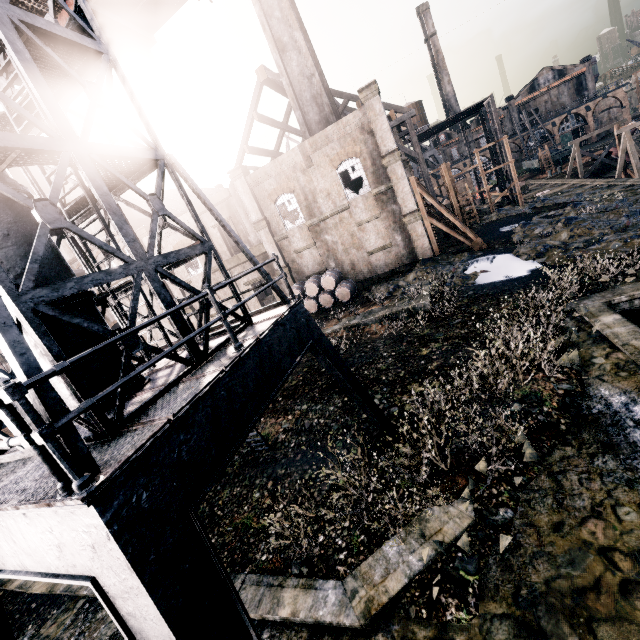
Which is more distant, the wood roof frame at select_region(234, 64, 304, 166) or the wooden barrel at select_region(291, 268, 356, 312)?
the wood roof frame at select_region(234, 64, 304, 166)

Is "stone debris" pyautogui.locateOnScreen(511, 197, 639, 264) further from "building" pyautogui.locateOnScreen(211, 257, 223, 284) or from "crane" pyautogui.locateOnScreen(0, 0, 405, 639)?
"building" pyautogui.locateOnScreen(211, 257, 223, 284)

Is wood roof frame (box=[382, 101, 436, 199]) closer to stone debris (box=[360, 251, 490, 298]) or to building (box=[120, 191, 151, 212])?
stone debris (box=[360, 251, 490, 298])

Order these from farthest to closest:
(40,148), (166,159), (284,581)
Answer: (284,581), (166,159), (40,148)

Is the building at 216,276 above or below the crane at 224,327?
above

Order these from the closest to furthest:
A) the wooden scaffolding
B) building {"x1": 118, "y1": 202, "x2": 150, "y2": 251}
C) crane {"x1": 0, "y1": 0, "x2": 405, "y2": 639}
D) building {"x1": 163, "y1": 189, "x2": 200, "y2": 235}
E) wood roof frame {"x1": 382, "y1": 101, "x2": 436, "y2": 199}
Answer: crane {"x1": 0, "y1": 0, "x2": 405, "y2": 639}, wood roof frame {"x1": 382, "y1": 101, "x2": 436, "y2": 199}, building {"x1": 163, "y1": 189, "x2": 200, "y2": 235}, building {"x1": 118, "y1": 202, "x2": 150, "y2": 251}, the wooden scaffolding

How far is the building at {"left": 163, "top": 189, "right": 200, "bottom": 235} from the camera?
30.4m

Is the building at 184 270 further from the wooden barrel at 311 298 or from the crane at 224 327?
the crane at 224 327
